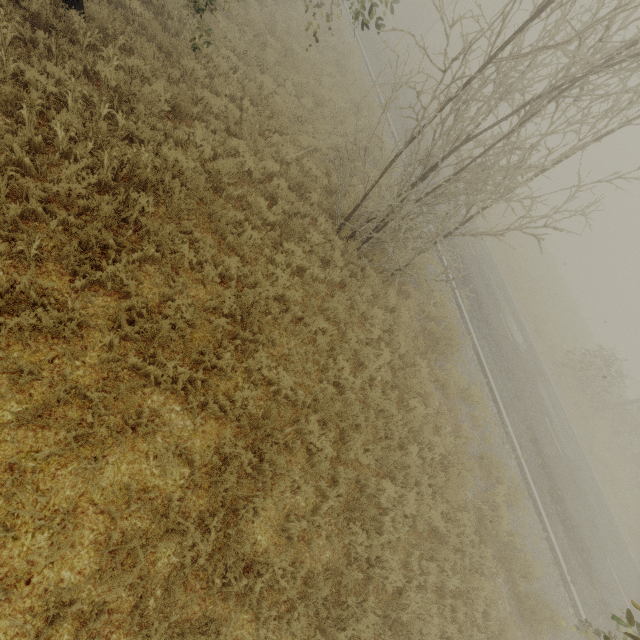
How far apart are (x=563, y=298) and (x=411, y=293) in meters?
24.8 m

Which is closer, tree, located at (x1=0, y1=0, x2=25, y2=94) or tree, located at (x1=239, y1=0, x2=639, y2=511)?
tree, located at (x1=0, y1=0, x2=25, y2=94)

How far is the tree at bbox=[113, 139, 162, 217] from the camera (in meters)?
5.49

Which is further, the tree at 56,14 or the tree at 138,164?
the tree at 56,14
